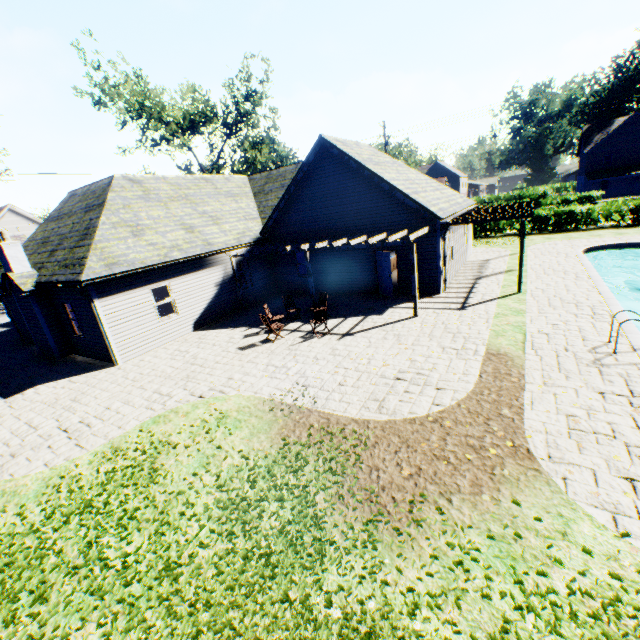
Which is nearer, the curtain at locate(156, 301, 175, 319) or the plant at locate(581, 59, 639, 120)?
the curtain at locate(156, 301, 175, 319)

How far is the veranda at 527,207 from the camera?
12.9m

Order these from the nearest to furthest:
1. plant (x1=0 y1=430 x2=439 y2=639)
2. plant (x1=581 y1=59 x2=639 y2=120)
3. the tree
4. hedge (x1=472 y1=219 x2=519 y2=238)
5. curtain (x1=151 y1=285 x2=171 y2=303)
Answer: plant (x1=0 y1=430 x2=439 y2=639) → curtain (x1=151 y1=285 x2=171 y2=303) → hedge (x1=472 y1=219 x2=519 y2=238) → the tree → plant (x1=581 y1=59 x2=639 y2=120)

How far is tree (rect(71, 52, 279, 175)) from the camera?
29.8m

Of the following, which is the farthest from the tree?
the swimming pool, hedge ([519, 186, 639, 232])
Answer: the swimming pool

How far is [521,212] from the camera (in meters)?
13.98

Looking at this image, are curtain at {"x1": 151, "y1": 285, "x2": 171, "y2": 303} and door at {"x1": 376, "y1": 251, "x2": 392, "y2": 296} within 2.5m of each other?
no

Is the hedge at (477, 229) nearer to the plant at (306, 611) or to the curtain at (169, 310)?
the plant at (306, 611)
